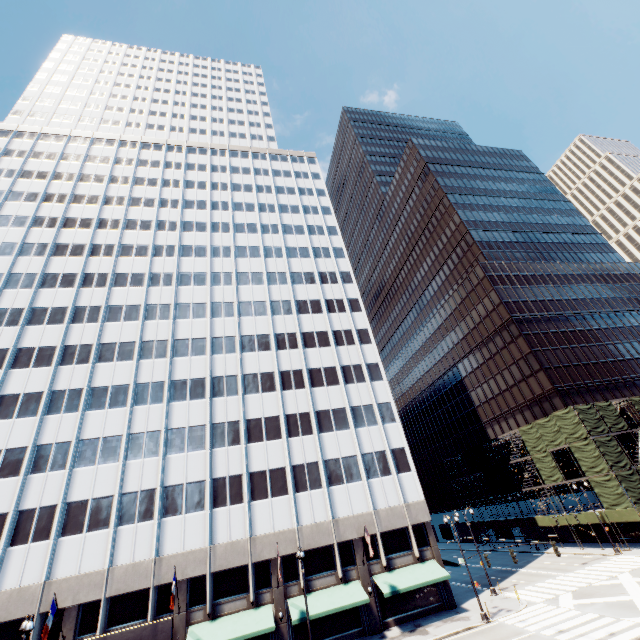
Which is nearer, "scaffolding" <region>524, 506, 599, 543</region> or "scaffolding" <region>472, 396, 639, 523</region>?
"scaffolding" <region>472, 396, 639, 523</region>

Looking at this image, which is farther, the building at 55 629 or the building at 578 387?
the building at 578 387

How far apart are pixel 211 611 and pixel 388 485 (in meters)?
19.40

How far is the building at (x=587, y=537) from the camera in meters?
44.0

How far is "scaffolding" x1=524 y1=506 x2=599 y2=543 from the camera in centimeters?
4016cm

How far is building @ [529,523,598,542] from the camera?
44.0 meters

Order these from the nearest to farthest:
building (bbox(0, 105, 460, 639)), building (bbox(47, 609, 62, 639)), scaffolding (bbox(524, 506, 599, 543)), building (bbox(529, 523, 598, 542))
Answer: building (bbox(47, 609, 62, 639)) → building (bbox(0, 105, 460, 639)) → scaffolding (bbox(524, 506, 599, 543)) → building (bbox(529, 523, 598, 542))
